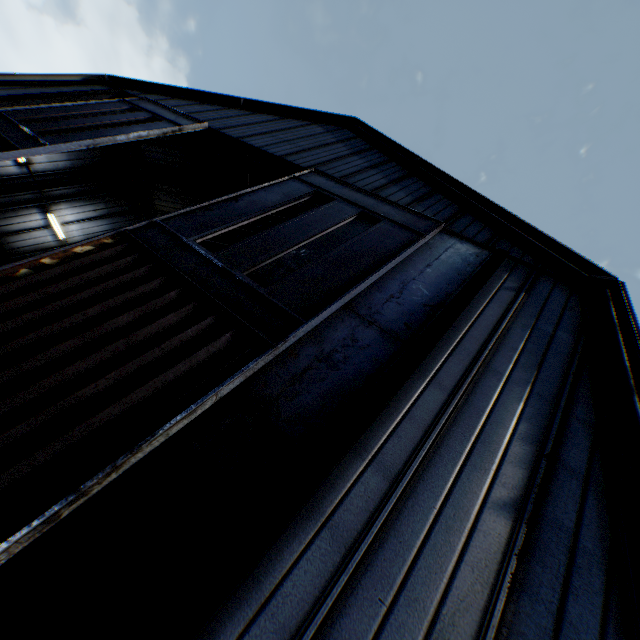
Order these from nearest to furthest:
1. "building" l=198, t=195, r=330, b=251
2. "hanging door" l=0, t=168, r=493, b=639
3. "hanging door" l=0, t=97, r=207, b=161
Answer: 1. "hanging door" l=0, t=168, r=493, b=639
2. "hanging door" l=0, t=97, r=207, b=161
3. "building" l=198, t=195, r=330, b=251

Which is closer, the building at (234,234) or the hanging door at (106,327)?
the hanging door at (106,327)

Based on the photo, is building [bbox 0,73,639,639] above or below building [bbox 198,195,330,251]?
below

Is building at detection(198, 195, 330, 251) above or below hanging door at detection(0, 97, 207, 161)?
above

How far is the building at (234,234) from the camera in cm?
1844

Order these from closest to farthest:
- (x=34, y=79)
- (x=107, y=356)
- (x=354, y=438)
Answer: (x=354, y=438) < (x=107, y=356) < (x=34, y=79)

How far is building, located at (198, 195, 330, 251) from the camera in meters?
18.4 m
